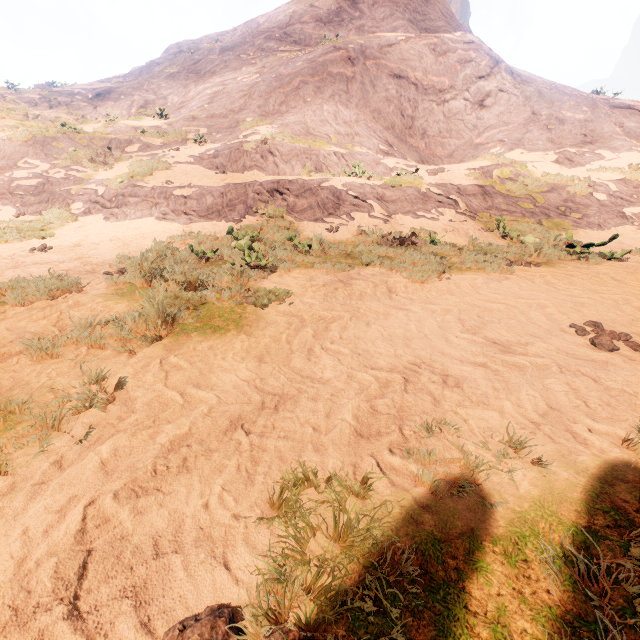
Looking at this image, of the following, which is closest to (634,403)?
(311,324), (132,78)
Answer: (311,324)
